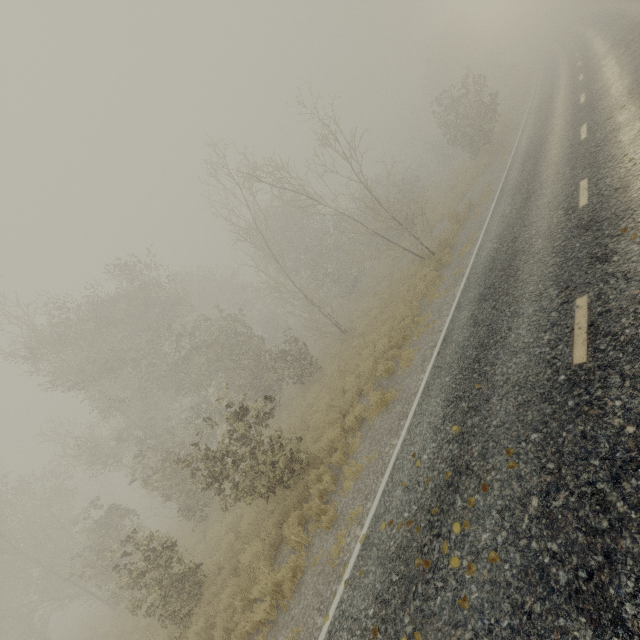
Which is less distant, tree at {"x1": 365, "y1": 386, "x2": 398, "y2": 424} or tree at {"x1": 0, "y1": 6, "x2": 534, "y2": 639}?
tree at {"x1": 365, "y1": 386, "x2": 398, "y2": 424}

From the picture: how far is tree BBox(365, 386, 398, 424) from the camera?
8.91m

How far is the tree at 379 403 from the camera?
8.9 meters

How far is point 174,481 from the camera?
14.3 meters

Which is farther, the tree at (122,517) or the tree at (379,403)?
the tree at (122,517)

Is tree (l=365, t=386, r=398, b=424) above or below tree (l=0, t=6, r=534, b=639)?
below
